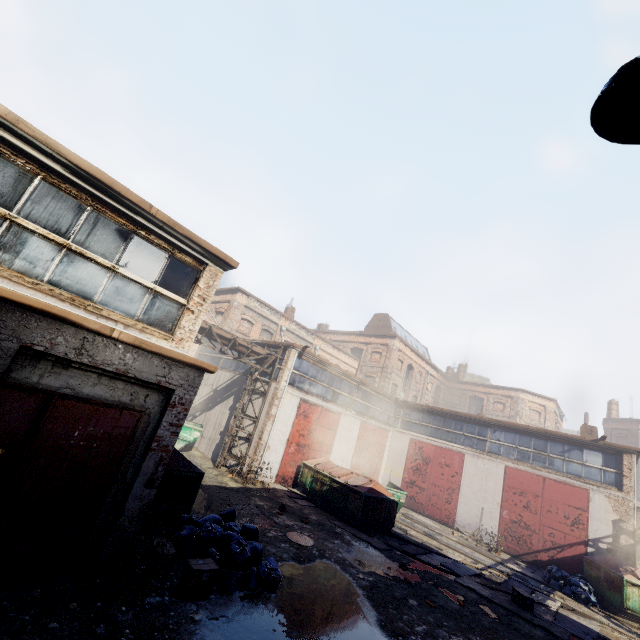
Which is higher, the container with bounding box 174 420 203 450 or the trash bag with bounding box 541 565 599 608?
the container with bounding box 174 420 203 450

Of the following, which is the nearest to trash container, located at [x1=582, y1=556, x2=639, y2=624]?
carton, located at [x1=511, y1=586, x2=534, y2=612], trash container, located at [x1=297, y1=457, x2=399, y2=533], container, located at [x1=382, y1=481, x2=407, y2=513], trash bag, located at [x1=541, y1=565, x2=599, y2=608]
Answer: trash bag, located at [x1=541, y1=565, x2=599, y2=608]

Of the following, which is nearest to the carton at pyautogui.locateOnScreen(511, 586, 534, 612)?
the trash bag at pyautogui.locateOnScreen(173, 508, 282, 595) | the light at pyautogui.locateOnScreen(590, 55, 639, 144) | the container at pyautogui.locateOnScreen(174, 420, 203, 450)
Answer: the trash bag at pyautogui.locateOnScreen(173, 508, 282, 595)

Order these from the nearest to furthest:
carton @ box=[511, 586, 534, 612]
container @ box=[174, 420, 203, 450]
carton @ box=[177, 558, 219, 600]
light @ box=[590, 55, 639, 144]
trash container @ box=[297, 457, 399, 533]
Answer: light @ box=[590, 55, 639, 144]
carton @ box=[177, 558, 219, 600]
carton @ box=[511, 586, 534, 612]
trash container @ box=[297, 457, 399, 533]
container @ box=[174, 420, 203, 450]

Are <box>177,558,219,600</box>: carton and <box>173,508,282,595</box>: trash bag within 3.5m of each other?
yes

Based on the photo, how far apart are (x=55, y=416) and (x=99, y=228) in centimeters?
325cm

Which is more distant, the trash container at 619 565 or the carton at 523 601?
the trash container at 619 565

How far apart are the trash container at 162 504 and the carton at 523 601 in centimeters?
1014cm
